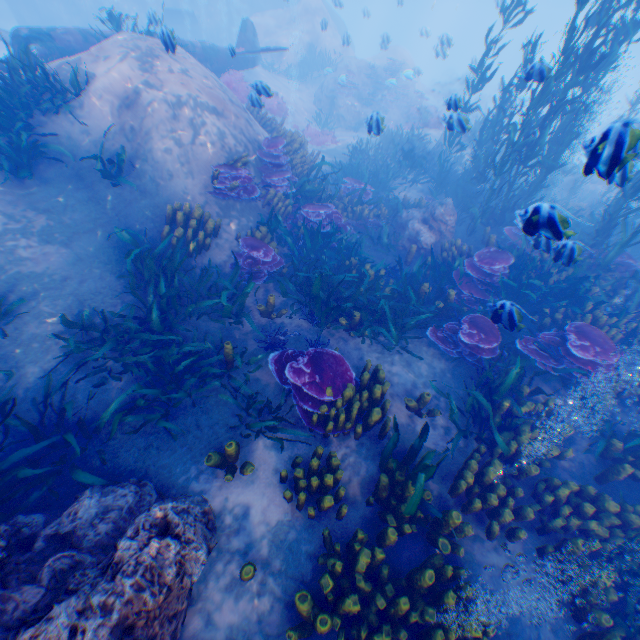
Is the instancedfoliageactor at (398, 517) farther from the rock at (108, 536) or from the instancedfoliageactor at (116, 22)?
the instancedfoliageactor at (116, 22)

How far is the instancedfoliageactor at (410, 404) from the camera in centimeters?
560cm

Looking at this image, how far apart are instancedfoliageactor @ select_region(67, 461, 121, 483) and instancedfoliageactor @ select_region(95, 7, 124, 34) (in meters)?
12.17

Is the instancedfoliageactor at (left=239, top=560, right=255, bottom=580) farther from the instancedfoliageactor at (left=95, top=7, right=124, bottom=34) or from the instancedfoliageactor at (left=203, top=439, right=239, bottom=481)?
the instancedfoliageactor at (left=95, top=7, right=124, bottom=34)

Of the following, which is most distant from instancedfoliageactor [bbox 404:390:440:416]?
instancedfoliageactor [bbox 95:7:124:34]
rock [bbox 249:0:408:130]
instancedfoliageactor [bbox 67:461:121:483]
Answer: instancedfoliageactor [bbox 95:7:124:34]

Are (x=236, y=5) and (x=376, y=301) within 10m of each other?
no

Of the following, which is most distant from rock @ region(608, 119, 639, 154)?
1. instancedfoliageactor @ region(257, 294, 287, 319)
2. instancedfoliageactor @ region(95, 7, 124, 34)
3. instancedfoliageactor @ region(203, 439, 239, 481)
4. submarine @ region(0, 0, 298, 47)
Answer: instancedfoliageactor @ region(95, 7, 124, 34)

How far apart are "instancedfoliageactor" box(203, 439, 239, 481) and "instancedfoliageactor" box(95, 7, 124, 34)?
13.7 meters
